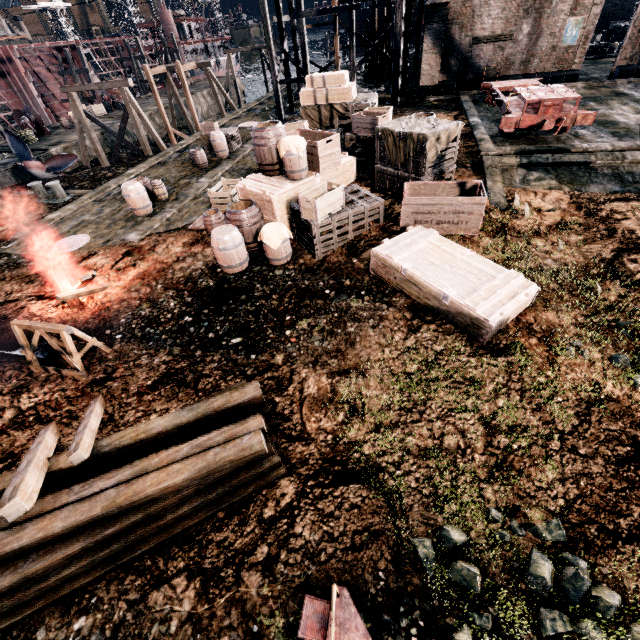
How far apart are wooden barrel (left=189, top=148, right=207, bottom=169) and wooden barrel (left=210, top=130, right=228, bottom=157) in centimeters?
140cm

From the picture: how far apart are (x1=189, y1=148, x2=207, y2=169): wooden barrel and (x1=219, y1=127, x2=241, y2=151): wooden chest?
2.8m

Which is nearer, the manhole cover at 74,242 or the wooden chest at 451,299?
the wooden chest at 451,299

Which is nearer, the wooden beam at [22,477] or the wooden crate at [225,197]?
the wooden beam at [22,477]

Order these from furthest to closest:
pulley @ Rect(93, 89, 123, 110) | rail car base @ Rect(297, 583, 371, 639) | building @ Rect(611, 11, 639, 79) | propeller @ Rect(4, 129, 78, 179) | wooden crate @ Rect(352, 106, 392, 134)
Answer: pulley @ Rect(93, 89, 123, 110), propeller @ Rect(4, 129, 78, 179), building @ Rect(611, 11, 639, 79), wooden crate @ Rect(352, 106, 392, 134), rail car base @ Rect(297, 583, 371, 639)

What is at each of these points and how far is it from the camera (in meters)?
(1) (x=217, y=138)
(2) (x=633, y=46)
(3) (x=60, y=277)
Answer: (1) wooden barrel, 19.39
(2) building, 17.66
(3) wooden beam, 9.62

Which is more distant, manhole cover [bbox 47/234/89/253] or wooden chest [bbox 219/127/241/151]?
wooden chest [bbox 219/127/241/151]

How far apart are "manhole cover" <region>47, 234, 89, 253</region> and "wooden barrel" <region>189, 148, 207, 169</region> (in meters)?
7.84
